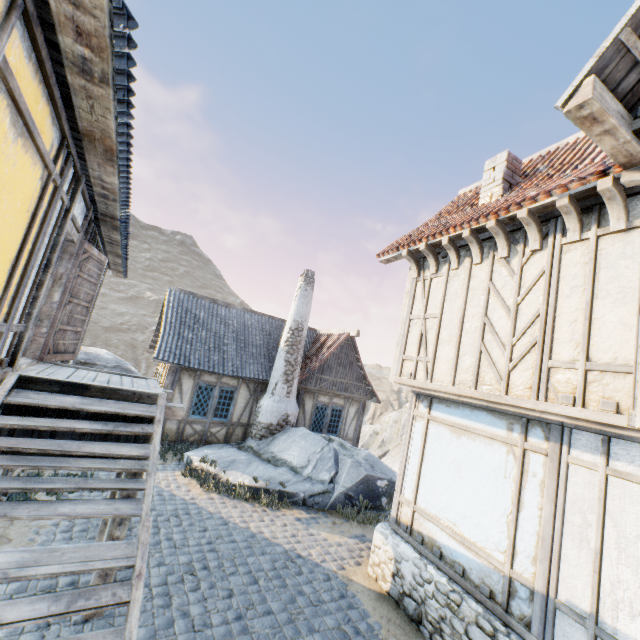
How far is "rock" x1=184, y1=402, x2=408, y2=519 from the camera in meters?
9.6 m

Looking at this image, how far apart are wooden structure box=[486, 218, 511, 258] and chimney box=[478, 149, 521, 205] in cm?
160

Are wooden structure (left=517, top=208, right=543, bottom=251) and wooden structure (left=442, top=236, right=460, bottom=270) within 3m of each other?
yes

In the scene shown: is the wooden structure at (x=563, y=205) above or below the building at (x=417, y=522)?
above

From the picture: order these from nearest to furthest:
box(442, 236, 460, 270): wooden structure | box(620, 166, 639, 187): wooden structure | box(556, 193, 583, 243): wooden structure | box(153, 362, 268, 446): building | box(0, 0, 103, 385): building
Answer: box(0, 0, 103, 385): building
box(620, 166, 639, 187): wooden structure
box(556, 193, 583, 243): wooden structure
box(442, 236, 460, 270): wooden structure
box(153, 362, 268, 446): building

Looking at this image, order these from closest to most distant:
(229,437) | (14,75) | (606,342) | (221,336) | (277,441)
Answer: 1. (14,75)
2. (606,342)
3. (277,441)
4. (229,437)
5. (221,336)

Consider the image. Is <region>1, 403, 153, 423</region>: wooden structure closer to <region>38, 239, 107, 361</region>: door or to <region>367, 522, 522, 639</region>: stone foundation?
<region>38, 239, 107, 361</region>: door

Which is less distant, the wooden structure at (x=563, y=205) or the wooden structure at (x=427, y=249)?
the wooden structure at (x=563, y=205)
